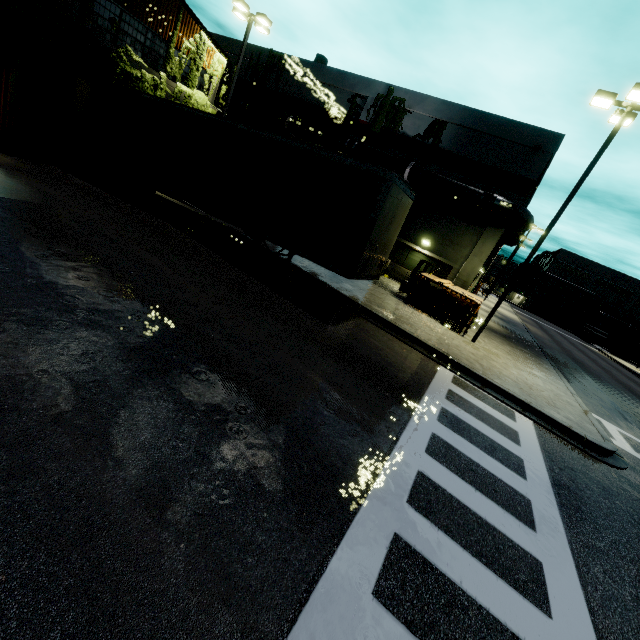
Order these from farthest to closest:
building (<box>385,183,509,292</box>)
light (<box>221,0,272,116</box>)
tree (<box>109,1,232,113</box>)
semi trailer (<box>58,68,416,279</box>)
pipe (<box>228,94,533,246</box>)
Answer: building (<box>385,183,509,292</box>) → pipe (<box>228,94,533,246</box>) → light (<box>221,0,272,116</box>) → tree (<box>109,1,232,113</box>) → semi trailer (<box>58,68,416,279</box>)

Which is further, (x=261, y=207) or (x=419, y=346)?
(x=419, y=346)

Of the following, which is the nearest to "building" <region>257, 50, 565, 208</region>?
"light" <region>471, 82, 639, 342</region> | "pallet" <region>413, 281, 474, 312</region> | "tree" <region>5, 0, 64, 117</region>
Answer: "tree" <region>5, 0, 64, 117</region>

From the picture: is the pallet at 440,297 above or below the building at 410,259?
below

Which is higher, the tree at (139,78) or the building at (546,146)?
the building at (546,146)

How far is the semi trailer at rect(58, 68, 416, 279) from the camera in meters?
8.4

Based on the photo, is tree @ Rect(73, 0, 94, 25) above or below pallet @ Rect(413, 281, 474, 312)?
above

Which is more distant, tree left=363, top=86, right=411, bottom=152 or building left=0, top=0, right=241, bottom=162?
tree left=363, top=86, right=411, bottom=152
